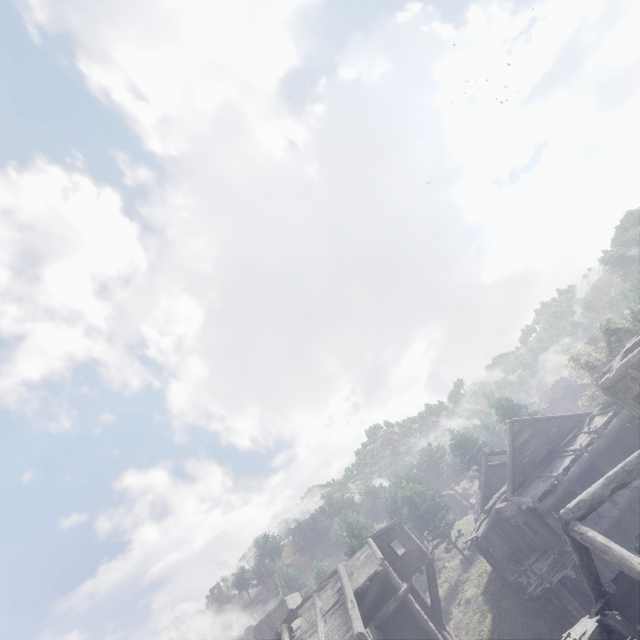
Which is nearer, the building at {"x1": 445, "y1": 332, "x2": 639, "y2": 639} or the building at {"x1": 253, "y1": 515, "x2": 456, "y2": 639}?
the building at {"x1": 445, "y1": 332, "x2": 639, "y2": 639}

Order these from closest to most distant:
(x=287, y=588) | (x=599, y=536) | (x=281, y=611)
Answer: (x=599, y=536), (x=281, y=611), (x=287, y=588)

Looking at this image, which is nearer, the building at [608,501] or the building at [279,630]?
the building at [608,501]
